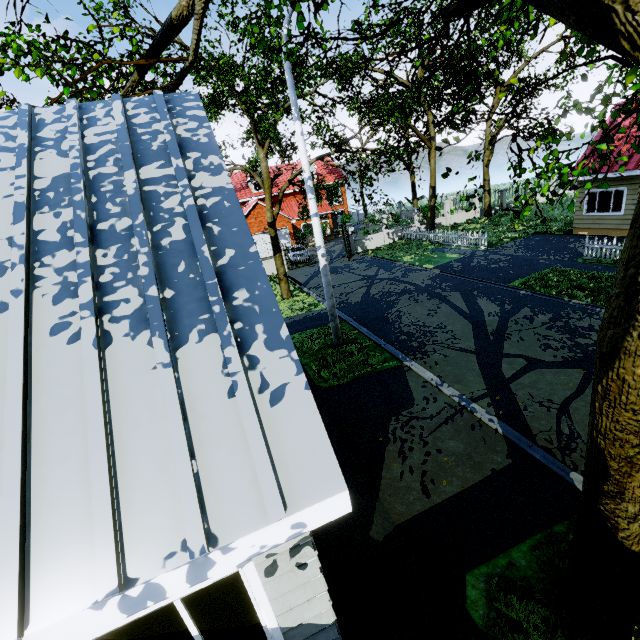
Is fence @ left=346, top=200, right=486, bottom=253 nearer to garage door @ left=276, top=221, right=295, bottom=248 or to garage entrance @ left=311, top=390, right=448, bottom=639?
garage door @ left=276, top=221, right=295, bottom=248

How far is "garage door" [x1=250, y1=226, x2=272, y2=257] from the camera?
32.0m

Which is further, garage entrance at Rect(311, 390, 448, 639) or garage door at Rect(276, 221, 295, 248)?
garage door at Rect(276, 221, 295, 248)

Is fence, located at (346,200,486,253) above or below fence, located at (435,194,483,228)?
below

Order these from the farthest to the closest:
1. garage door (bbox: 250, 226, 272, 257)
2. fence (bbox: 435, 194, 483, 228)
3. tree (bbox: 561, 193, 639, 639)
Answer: garage door (bbox: 250, 226, 272, 257), fence (bbox: 435, 194, 483, 228), tree (bbox: 561, 193, 639, 639)

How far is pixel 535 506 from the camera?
5.1m

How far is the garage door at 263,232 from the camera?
31.95m

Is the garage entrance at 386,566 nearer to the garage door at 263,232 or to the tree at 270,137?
the tree at 270,137
